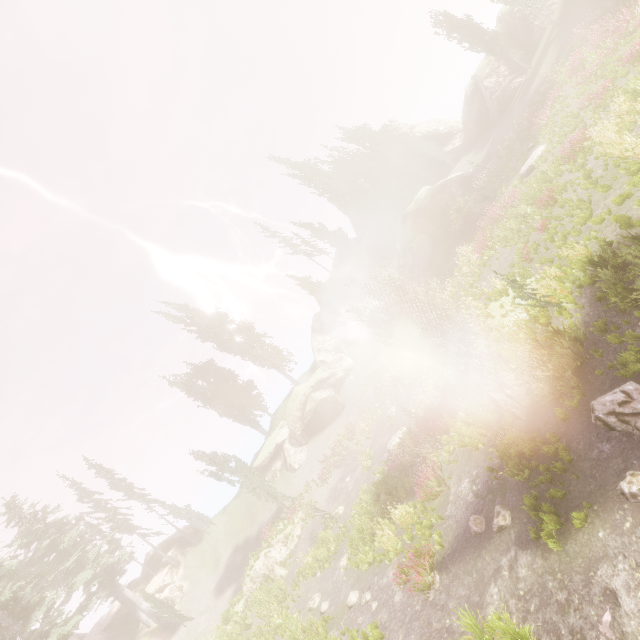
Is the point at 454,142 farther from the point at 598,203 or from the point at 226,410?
the point at 226,410

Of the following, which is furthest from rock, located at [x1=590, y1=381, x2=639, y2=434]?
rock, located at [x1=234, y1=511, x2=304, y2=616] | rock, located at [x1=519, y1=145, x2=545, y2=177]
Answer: rock, located at [x1=234, y1=511, x2=304, y2=616]

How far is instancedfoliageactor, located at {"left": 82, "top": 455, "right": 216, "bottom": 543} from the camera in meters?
37.7

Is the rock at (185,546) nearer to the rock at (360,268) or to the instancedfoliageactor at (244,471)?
the instancedfoliageactor at (244,471)

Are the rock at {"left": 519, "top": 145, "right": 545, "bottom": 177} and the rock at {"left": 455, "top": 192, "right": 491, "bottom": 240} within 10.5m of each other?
yes

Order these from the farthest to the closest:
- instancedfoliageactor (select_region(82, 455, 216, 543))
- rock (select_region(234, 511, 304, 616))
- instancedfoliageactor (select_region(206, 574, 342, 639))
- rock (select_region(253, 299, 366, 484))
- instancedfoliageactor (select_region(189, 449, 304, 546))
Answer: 1. instancedfoliageactor (select_region(82, 455, 216, 543))
2. rock (select_region(253, 299, 366, 484))
3. instancedfoliageactor (select_region(189, 449, 304, 546))
4. rock (select_region(234, 511, 304, 616))
5. instancedfoliageactor (select_region(206, 574, 342, 639))

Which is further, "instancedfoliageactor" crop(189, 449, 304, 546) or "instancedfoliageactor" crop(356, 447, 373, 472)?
"instancedfoliageactor" crop(189, 449, 304, 546)

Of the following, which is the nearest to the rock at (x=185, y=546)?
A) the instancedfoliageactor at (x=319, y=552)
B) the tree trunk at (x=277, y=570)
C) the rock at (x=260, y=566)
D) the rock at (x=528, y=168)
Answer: the instancedfoliageactor at (x=319, y=552)
